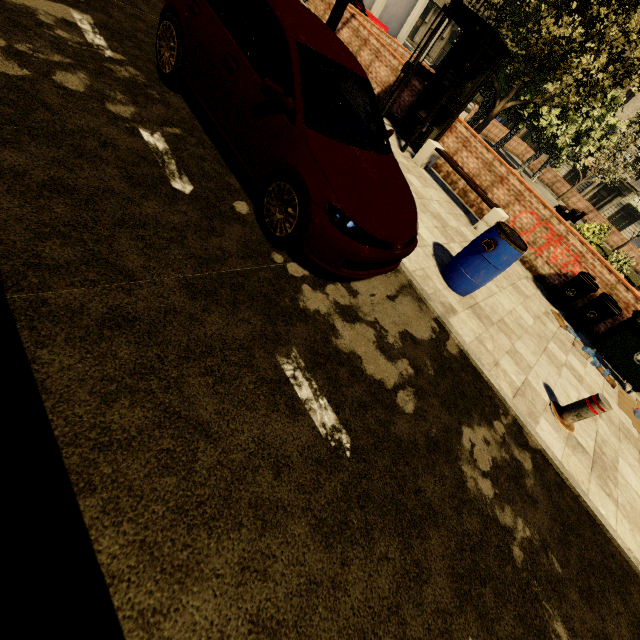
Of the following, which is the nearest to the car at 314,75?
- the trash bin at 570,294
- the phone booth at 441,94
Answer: the phone booth at 441,94

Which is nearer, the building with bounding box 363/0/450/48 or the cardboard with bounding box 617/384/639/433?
the cardboard with bounding box 617/384/639/433

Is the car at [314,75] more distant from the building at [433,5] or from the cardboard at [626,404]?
the building at [433,5]

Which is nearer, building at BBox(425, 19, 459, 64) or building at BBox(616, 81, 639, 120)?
building at BBox(616, 81, 639, 120)

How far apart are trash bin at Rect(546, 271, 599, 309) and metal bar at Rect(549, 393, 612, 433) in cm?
365

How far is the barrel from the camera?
4.3m

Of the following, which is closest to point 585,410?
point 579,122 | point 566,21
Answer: point 566,21

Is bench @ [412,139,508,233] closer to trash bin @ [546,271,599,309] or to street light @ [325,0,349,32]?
trash bin @ [546,271,599,309]
